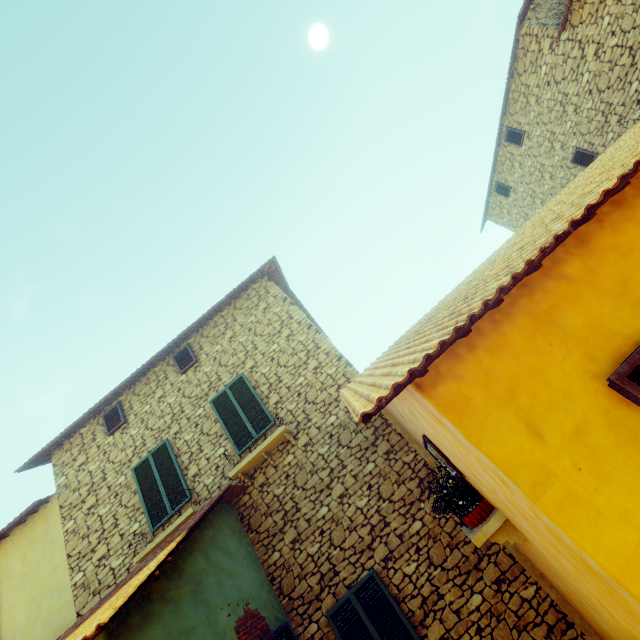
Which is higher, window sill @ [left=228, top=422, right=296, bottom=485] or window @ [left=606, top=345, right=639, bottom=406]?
window sill @ [left=228, top=422, right=296, bottom=485]

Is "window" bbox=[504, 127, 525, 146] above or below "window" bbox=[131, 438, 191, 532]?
above

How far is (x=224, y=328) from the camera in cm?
927

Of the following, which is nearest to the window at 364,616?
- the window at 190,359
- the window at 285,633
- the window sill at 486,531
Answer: the window at 285,633

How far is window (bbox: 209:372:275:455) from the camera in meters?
7.4

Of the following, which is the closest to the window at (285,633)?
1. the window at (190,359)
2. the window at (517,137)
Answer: the window at (190,359)

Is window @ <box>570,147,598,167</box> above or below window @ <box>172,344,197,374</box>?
below

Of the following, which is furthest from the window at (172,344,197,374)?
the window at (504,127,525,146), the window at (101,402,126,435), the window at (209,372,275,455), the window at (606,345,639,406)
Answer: the window at (504,127,525,146)
